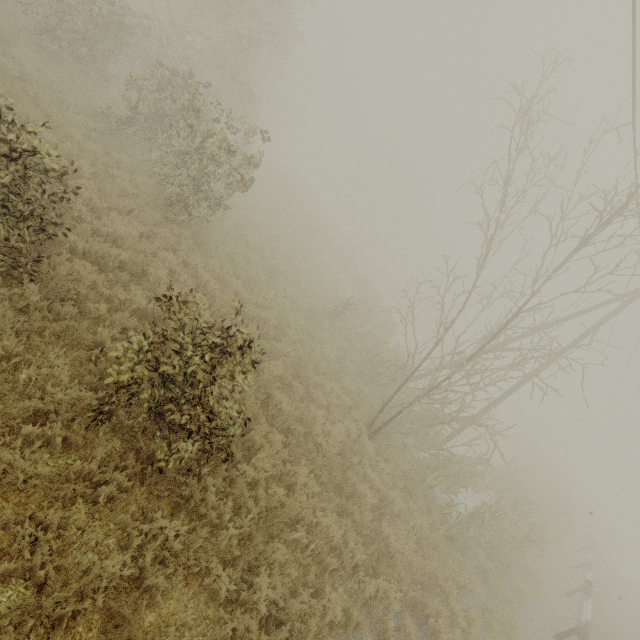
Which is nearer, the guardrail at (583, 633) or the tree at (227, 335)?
the tree at (227, 335)

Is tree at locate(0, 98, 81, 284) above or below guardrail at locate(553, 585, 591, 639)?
above

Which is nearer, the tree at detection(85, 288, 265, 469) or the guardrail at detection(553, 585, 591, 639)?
the tree at detection(85, 288, 265, 469)

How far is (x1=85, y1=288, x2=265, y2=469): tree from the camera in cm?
426

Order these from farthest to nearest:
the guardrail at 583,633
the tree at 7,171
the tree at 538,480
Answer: the guardrail at 583,633, the tree at 538,480, the tree at 7,171

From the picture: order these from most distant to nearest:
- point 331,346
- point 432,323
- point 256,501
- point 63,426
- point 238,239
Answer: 1. point 432,323
2. point 238,239
3. point 331,346
4. point 256,501
5. point 63,426
